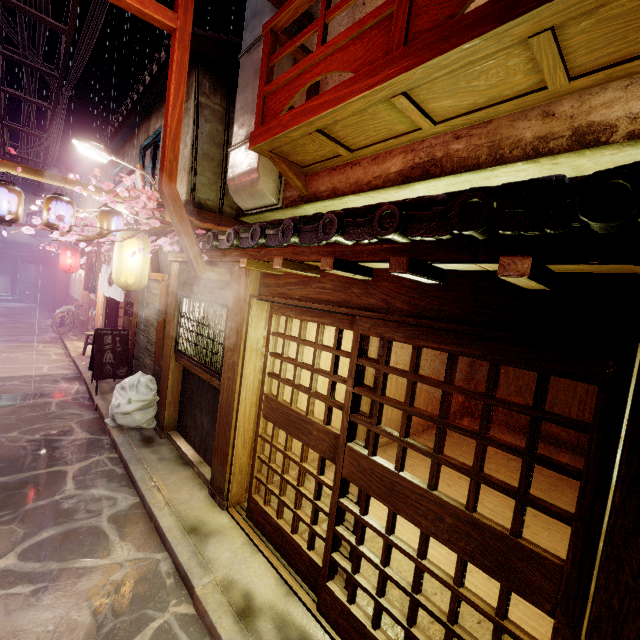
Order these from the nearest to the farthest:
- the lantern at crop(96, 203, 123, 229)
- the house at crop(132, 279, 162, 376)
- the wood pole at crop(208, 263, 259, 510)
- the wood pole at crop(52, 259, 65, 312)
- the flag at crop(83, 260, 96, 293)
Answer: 1. the wood pole at crop(208, 263, 259, 510)
2. the lantern at crop(96, 203, 123, 229)
3. the house at crop(132, 279, 162, 376)
4. the flag at crop(83, 260, 96, 293)
5. the wood pole at crop(52, 259, 65, 312)

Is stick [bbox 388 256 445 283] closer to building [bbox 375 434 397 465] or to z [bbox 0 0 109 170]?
building [bbox 375 434 397 465]

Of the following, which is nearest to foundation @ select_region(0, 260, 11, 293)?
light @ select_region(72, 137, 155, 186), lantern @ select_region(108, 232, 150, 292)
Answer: lantern @ select_region(108, 232, 150, 292)

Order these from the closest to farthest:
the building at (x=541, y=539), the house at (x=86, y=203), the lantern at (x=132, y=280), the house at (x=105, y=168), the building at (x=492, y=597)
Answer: the building at (x=492, y=597)
the building at (x=541, y=539)
the lantern at (x=132, y=280)
the house at (x=105, y=168)
the house at (x=86, y=203)

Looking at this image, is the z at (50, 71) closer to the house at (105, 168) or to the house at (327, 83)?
the house at (105, 168)

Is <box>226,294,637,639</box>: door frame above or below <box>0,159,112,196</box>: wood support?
below

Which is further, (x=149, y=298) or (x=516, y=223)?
(x=149, y=298)

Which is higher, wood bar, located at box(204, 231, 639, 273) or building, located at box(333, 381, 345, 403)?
wood bar, located at box(204, 231, 639, 273)
